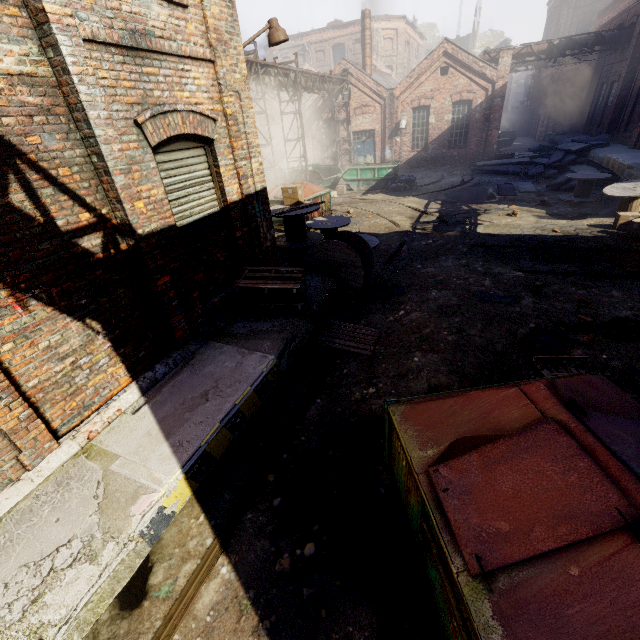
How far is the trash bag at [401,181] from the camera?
18.3 meters

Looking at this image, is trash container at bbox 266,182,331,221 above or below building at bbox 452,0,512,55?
below

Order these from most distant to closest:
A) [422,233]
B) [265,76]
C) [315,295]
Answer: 1. [265,76]
2. [422,233]
3. [315,295]

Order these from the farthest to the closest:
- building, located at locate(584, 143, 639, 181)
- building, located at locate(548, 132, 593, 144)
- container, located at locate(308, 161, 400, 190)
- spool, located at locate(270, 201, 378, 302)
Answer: building, located at locate(548, 132, 593, 144), container, located at locate(308, 161, 400, 190), building, located at locate(584, 143, 639, 181), spool, located at locate(270, 201, 378, 302)

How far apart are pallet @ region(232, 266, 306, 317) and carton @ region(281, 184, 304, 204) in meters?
3.5 m

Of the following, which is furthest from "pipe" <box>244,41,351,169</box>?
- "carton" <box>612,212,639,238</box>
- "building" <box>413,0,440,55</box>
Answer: "building" <box>413,0,440,55</box>

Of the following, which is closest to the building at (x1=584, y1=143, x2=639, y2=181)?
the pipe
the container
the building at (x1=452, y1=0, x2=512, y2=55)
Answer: the container

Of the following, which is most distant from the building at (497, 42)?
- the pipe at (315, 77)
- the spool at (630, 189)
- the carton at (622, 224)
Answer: the carton at (622, 224)
